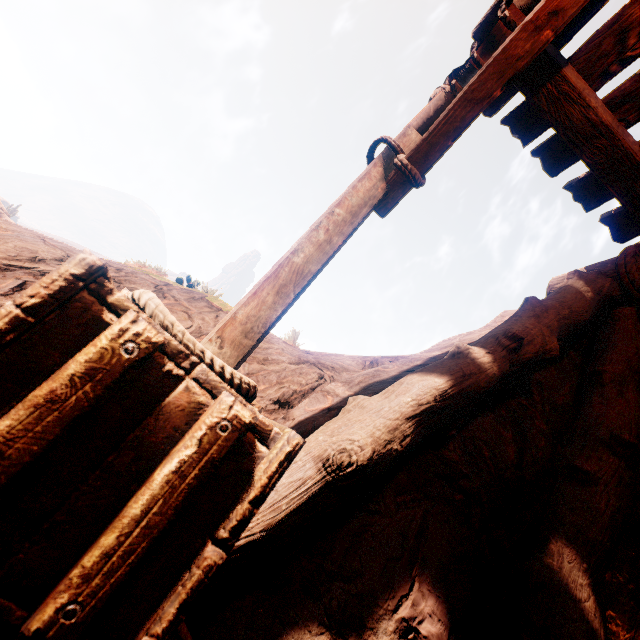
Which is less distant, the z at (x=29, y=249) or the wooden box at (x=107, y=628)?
the wooden box at (x=107, y=628)

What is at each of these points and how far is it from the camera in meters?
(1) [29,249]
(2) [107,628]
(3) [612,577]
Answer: (1) z, 3.7
(2) wooden box, 0.6
(3) z, 2.6

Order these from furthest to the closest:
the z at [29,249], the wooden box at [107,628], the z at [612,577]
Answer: the z at [29,249]
the z at [612,577]
the wooden box at [107,628]

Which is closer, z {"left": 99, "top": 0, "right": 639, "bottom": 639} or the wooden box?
the wooden box

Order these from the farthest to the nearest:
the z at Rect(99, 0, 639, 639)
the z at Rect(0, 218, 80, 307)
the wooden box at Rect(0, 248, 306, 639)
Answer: the z at Rect(0, 218, 80, 307) < the z at Rect(99, 0, 639, 639) < the wooden box at Rect(0, 248, 306, 639)

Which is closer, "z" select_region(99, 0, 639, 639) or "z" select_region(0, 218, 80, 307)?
"z" select_region(99, 0, 639, 639)
